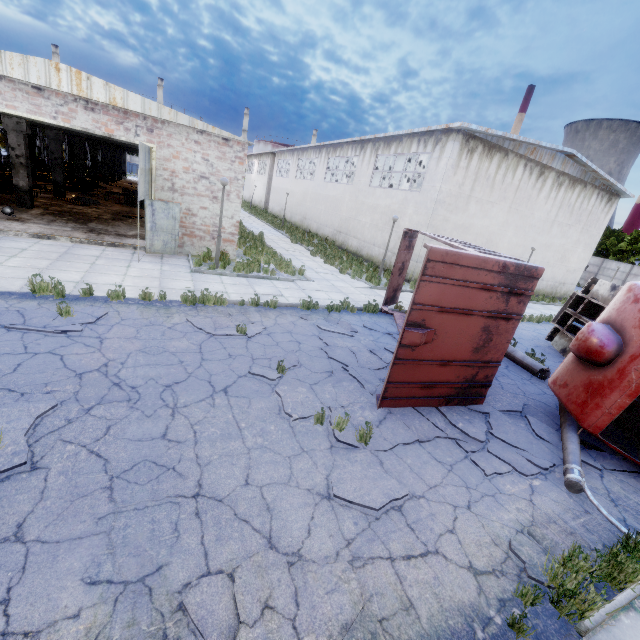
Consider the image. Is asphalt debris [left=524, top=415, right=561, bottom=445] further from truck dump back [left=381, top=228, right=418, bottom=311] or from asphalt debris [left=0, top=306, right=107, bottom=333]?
asphalt debris [left=0, top=306, right=107, bottom=333]

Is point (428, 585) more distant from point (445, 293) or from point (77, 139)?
point (77, 139)

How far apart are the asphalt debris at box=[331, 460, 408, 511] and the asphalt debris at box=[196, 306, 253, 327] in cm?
411

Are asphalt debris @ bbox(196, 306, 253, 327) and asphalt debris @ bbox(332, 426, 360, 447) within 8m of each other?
yes

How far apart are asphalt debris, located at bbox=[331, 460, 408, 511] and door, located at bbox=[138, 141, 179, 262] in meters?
10.3

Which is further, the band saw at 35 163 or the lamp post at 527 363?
the band saw at 35 163

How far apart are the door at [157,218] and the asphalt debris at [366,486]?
10.27m

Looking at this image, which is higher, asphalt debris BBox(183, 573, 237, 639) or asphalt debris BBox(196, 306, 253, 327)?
asphalt debris BBox(183, 573, 237, 639)
